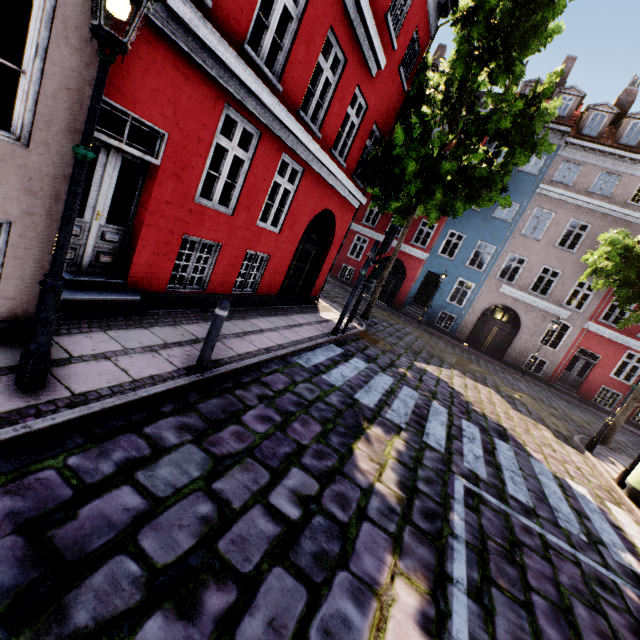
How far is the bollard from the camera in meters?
4.3 m

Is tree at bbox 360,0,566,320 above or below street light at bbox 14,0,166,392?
above

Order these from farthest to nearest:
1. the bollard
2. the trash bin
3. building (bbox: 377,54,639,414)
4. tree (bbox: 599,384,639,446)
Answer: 1. building (bbox: 377,54,639,414)
2. tree (bbox: 599,384,639,446)
3. the trash bin
4. the bollard

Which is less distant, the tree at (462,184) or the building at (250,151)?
the building at (250,151)

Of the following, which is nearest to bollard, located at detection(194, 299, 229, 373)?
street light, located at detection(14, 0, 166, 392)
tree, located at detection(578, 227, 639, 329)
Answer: street light, located at detection(14, 0, 166, 392)

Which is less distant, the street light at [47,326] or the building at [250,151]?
the street light at [47,326]

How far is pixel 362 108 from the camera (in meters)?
9.58

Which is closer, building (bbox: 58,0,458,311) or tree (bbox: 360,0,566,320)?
building (bbox: 58,0,458,311)
